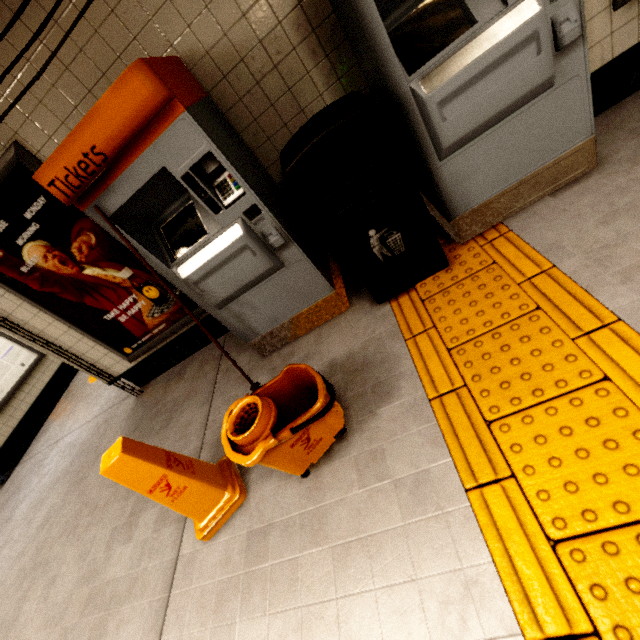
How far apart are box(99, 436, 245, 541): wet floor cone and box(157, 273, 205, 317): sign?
1.5m

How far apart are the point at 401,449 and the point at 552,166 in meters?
1.9

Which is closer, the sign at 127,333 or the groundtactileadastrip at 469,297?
the groundtactileadastrip at 469,297

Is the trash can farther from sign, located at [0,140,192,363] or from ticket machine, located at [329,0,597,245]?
sign, located at [0,140,192,363]

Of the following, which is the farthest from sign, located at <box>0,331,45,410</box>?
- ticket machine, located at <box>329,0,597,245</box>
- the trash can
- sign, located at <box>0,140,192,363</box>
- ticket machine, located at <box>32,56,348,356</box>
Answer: ticket machine, located at <box>329,0,597,245</box>

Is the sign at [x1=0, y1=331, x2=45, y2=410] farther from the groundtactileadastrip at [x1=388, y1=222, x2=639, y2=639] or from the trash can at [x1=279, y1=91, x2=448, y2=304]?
the trash can at [x1=279, y1=91, x2=448, y2=304]

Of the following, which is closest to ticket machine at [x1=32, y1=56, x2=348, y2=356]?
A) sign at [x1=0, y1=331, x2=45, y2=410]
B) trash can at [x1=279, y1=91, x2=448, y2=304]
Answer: trash can at [x1=279, y1=91, x2=448, y2=304]

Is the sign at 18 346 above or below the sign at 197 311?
above
